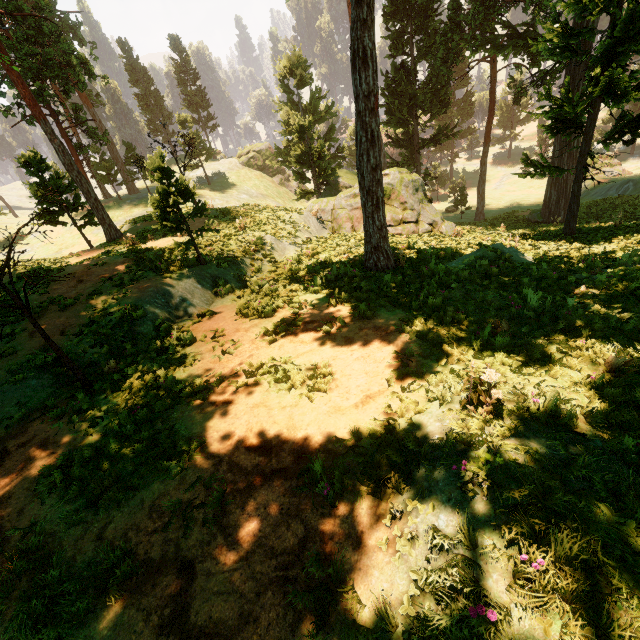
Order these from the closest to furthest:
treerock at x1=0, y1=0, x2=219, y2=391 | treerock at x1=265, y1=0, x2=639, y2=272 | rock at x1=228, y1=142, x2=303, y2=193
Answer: treerock at x1=0, y1=0, x2=219, y2=391, treerock at x1=265, y1=0, x2=639, y2=272, rock at x1=228, y1=142, x2=303, y2=193

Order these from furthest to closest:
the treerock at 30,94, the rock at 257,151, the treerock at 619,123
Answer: the rock at 257,151 < the treerock at 619,123 < the treerock at 30,94

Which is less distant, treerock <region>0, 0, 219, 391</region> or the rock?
treerock <region>0, 0, 219, 391</region>

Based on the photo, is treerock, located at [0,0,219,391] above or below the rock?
above

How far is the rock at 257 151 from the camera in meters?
50.9 m

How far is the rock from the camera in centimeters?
5094cm

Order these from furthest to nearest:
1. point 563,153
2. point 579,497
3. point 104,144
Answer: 1. point 104,144
2. point 563,153
3. point 579,497
